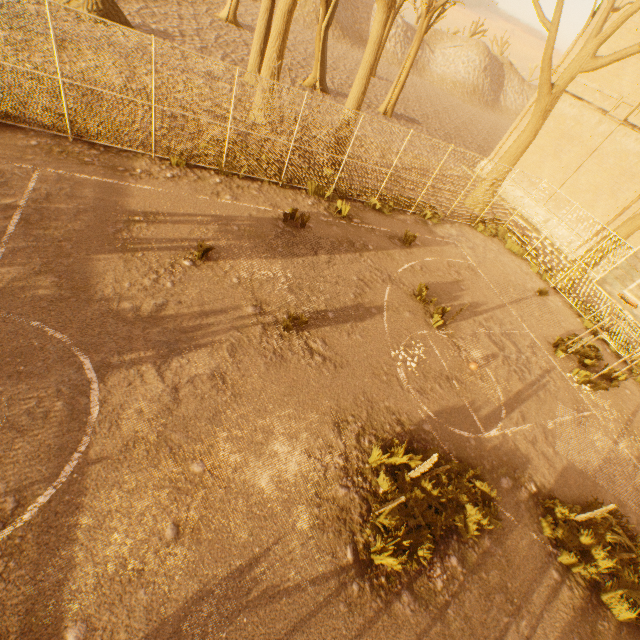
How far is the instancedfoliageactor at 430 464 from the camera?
4.9 meters

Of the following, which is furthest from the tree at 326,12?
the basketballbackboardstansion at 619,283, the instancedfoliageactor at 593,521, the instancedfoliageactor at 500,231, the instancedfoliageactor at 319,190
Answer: the instancedfoliageactor at 593,521

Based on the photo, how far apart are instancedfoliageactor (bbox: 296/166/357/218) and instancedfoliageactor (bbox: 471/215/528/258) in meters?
9.0

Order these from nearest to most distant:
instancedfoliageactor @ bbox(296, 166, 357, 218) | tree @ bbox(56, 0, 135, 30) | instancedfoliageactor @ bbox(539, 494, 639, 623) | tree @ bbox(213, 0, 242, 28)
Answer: instancedfoliageactor @ bbox(539, 494, 639, 623), instancedfoliageactor @ bbox(296, 166, 357, 218), tree @ bbox(56, 0, 135, 30), tree @ bbox(213, 0, 242, 28)

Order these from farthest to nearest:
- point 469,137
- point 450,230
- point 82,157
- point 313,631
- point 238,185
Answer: point 469,137
point 450,230
point 238,185
point 82,157
point 313,631

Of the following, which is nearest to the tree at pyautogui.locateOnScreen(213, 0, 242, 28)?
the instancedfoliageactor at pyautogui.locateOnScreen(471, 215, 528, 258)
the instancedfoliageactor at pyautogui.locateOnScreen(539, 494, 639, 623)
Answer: the instancedfoliageactor at pyautogui.locateOnScreen(471, 215, 528, 258)

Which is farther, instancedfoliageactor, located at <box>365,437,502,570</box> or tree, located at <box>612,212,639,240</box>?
tree, located at <box>612,212,639,240</box>
